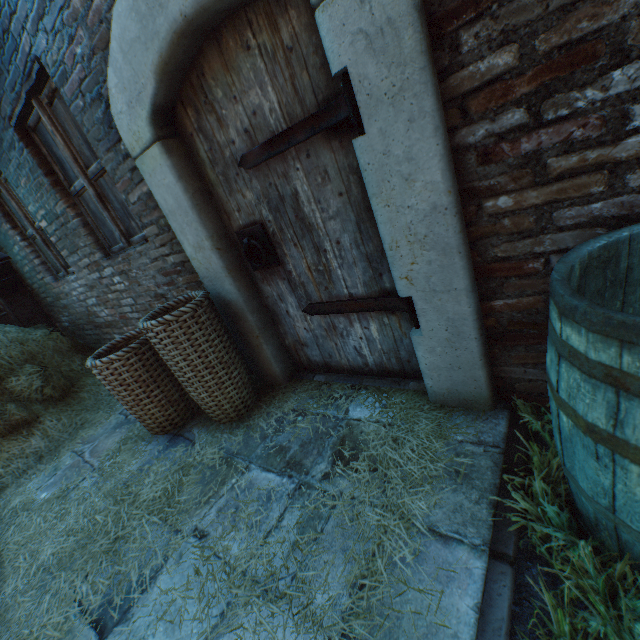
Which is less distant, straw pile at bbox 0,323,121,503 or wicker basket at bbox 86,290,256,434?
wicker basket at bbox 86,290,256,434

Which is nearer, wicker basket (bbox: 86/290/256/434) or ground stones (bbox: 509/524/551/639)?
ground stones (bbox: 509/524/551/639)

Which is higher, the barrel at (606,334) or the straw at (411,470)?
the barrel at (606,334)

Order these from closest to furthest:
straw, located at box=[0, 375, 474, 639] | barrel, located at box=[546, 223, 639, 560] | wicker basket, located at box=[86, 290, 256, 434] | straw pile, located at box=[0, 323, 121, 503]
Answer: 1. barrel, located at box=[546, 223, 639, 560]
2. straw, located at box=[0, 375, 474, 639]
3. wicker basket, located at box=[86, 290, 256, 434]
4. straw pile, located at box=[0, 323, 121, 503]

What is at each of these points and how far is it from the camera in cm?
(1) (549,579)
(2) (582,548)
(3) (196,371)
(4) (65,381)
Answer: (1) ground stones, 109
(2) plants, 109
(3) wicker basket, 215
(4) straw pile, 376

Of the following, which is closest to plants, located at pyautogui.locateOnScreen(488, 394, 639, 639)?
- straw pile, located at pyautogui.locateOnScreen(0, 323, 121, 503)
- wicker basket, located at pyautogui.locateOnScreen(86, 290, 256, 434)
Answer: wicker basket, located at pyautogui.locateOnScreen(86, 290, 256, 434)

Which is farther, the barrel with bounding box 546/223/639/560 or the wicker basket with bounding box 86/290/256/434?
the wicker basket with bounding box 86/290/256/434

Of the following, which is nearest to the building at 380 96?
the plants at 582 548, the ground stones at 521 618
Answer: the ground stones at 521 618
